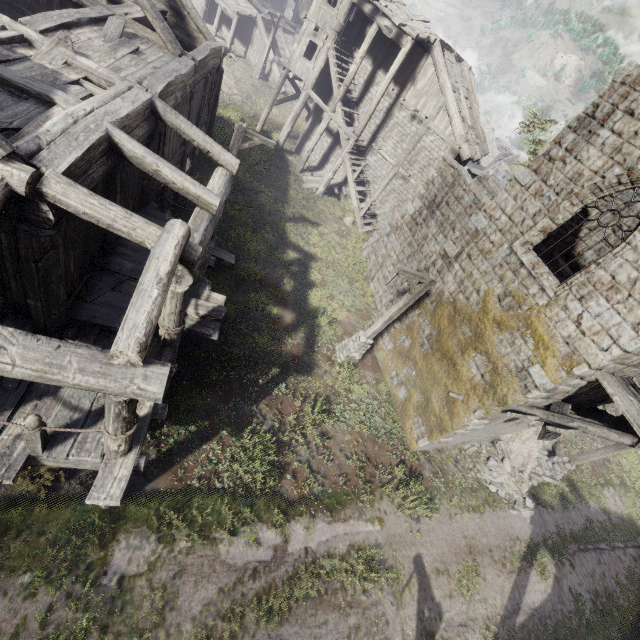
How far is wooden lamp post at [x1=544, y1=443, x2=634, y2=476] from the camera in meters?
12.5 m

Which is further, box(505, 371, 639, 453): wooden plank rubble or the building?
box(505, 371, 639, 453): wooden plank rubble

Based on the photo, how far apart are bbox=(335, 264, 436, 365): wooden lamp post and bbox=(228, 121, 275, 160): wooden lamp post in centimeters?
628cm

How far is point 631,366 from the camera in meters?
8.5 m

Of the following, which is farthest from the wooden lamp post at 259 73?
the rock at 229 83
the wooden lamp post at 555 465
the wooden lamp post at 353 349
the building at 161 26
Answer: the wooden lamp post at 555 465

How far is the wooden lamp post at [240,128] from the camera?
11.7m

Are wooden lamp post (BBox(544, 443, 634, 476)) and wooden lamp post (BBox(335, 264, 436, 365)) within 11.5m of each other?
yes

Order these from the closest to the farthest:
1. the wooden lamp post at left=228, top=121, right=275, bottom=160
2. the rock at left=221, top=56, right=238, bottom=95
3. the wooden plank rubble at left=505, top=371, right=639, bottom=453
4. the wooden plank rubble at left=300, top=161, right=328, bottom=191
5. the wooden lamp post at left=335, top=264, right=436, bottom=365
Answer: the wooden plank rubble at left=505, top=371, right=639, bottom=453 < the wooden lamp post at left=335, top=264, right=436, bottom=365 < the wooden lamp post at left=228, top=121, right=275, bottom=160 < the wooden plank rubble at left=300, top=161, right=328, bottom=191 < the rock at left=221, top=56, right=238, bottom=95
